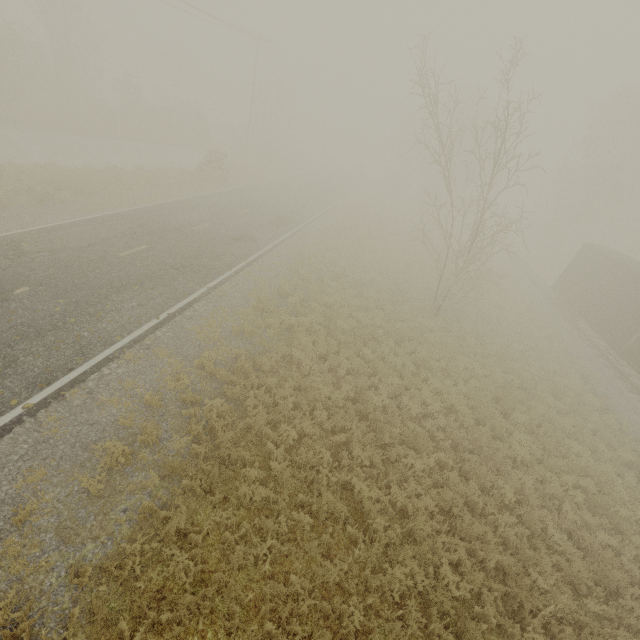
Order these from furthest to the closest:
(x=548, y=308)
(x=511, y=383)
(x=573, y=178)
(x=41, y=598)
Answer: (x=573, y=178) < (x=548, y=308) < (x=511, y=383) < (x=41, y=598)
